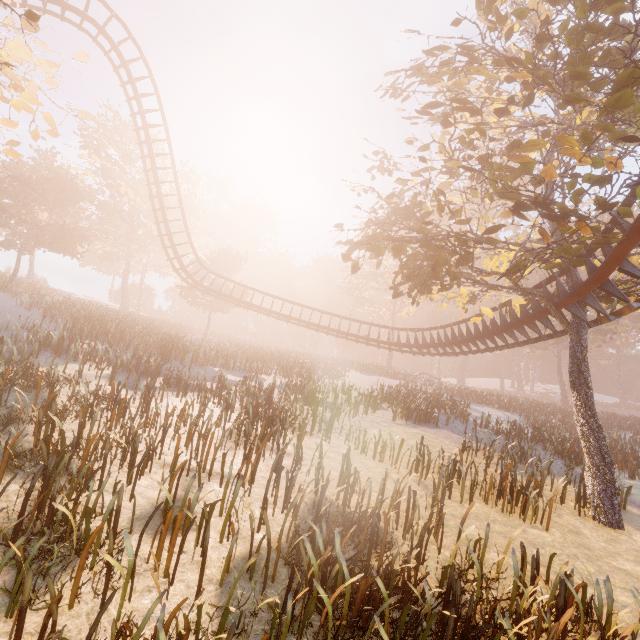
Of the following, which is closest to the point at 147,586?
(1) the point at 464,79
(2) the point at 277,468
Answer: (2) the point at 277,468

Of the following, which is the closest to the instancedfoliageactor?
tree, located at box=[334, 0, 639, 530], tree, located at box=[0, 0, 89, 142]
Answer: tree, located at box=[334, 0, 639, 530]

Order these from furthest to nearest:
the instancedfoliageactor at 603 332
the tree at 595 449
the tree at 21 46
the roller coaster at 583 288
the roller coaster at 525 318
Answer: the instancedfoliageactor at 603 332
the roller coaster at 525 318
the roller coaster at 583 288
the tree at 595 449
the tree at 21 46

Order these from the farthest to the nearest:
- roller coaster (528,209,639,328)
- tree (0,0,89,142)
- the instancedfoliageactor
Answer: the instancedfoliageactor
roller coaster (528,209,639,328)
tree (0,0,89,142)

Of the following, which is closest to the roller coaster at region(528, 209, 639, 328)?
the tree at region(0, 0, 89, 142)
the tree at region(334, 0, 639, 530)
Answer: the tree at region(334, 0, 639, 530)

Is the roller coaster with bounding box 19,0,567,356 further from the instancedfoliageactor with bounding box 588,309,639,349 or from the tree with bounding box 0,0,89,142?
the instancedfoliageactor with bounding box 588,309,639,349

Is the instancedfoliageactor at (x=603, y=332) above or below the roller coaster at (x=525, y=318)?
above
